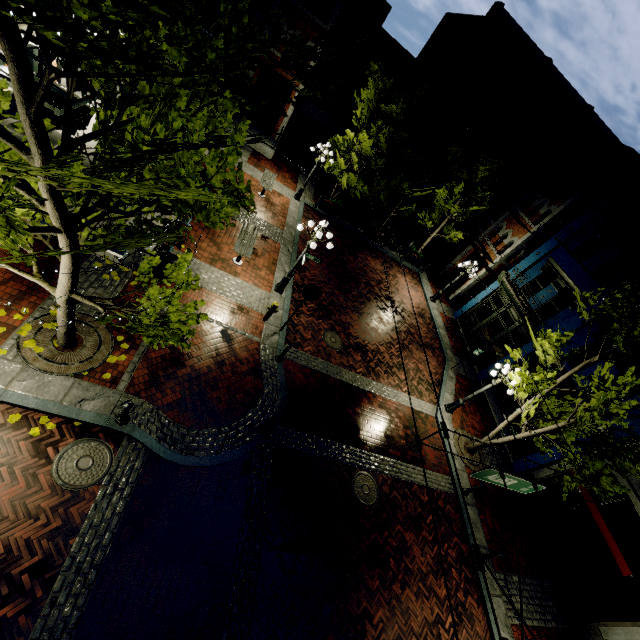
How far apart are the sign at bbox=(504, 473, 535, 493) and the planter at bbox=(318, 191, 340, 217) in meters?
17.6

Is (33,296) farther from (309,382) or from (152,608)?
(309,382)

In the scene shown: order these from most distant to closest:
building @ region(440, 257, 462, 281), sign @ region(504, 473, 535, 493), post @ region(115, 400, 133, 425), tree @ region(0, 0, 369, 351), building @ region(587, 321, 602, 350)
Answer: building @ region(440, 257, 462, 281)
building @ region(587, 321, 602, 350)
post @ region(115, 400, 133, 425)
sign @ region(504, 473, 535, 493)
tree @ region(0, 0, 369, 351)

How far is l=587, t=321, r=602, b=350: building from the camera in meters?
14.1

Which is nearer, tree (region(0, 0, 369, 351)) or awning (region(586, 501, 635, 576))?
tree (region(0, 0, 369, 351))

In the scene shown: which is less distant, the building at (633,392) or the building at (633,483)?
the building at (633,483)

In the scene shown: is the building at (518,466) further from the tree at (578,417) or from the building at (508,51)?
the building at (508,51)

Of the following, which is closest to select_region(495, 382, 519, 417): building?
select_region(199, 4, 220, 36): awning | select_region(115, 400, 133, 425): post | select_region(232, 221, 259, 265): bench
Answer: select_region(232, 221, 259, 265): bench
